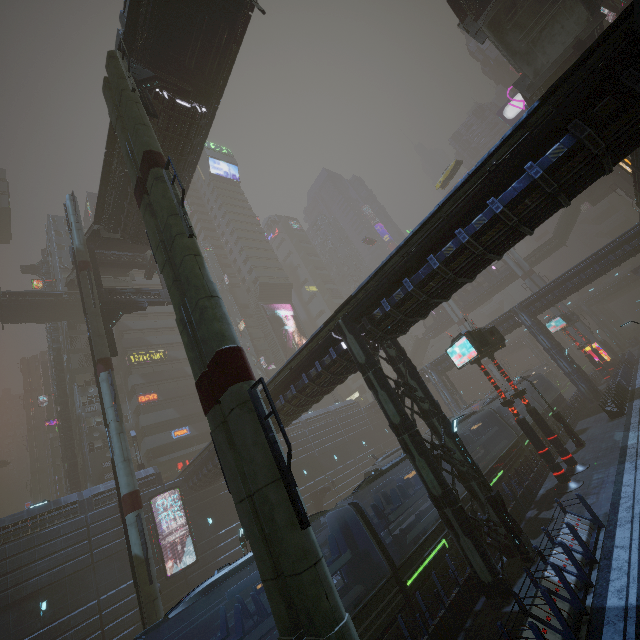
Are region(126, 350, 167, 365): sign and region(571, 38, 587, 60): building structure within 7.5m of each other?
no

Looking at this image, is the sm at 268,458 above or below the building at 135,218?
below

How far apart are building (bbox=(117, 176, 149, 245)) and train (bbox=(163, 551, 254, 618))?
22.5m

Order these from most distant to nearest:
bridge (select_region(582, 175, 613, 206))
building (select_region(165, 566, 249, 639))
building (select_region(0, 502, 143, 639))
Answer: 1. bridge (select_region(582, 175, 613, 206))
2. building (select_region(165, 566, 249, 639))
3. building (select_region(0, 502, 143, 639))

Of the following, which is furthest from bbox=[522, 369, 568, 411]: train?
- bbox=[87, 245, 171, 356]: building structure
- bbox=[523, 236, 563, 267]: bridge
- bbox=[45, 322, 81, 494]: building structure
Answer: bbox=[45, 322, 81, 494]: building structure

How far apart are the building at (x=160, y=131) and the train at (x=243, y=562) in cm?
2247

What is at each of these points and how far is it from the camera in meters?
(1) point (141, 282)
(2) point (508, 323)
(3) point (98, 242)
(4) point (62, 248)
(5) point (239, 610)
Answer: (1) building, 53.8
(2) building, 37.2
(3) stairs, 27.6
(4) building, 51.3
(5) train, 9.3

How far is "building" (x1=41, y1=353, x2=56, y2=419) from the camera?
55.5m
